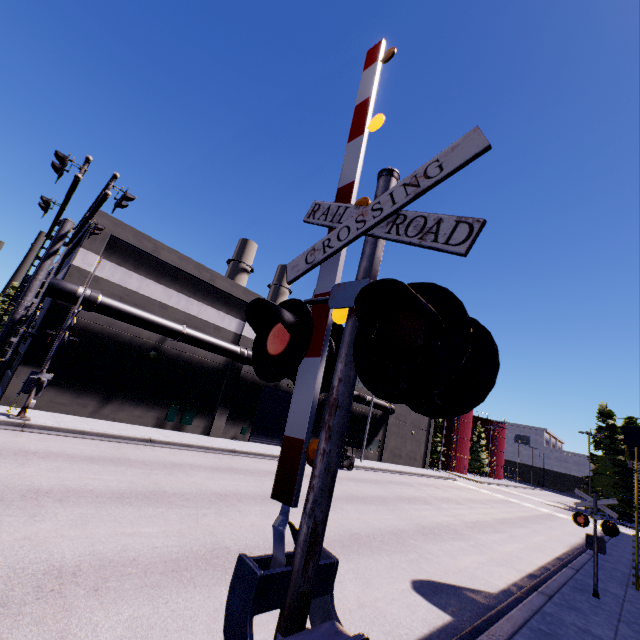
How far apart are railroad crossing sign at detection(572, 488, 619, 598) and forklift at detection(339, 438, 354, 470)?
15.6 meters

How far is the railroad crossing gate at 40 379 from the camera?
13.3m

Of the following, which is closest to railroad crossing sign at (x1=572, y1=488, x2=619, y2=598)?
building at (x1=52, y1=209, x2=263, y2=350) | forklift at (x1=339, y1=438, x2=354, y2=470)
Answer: building at (x1=52, y1=209, x2=263, y2=350)

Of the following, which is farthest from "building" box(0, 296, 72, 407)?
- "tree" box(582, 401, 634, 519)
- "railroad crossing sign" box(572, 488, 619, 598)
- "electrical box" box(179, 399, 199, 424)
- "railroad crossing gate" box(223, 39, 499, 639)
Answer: "tree" box(582, 401, 634, 519)

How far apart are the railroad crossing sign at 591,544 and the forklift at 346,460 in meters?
15.6

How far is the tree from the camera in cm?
4006

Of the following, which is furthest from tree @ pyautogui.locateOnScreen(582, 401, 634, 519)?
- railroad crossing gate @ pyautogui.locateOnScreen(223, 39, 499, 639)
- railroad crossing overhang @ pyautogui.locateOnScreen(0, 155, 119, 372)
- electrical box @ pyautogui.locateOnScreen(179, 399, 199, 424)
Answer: railroad crossing gate @ pyautogui.locateOnScreen(223, 39, 499, 639)

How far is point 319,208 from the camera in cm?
335
